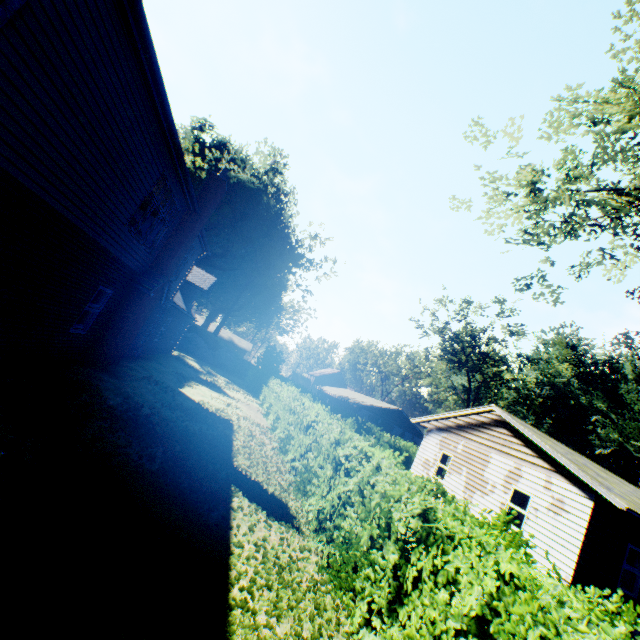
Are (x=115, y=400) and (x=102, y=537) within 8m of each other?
yes

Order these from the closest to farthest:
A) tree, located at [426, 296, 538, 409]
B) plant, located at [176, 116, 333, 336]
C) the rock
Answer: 1. the rock
2. tree, located at [426, 296, 538, 409]
3. plant, located at [176, 116, 333, 336]

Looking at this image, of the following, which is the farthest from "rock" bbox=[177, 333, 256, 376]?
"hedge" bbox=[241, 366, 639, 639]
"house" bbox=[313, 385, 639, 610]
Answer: "house" bbox=[313, 385, 639, 610]

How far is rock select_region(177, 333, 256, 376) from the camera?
36.56m

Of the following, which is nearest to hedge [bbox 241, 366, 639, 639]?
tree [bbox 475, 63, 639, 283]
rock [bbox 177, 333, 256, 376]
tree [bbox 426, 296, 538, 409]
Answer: tree [bbox 475, 63, 639, 283]

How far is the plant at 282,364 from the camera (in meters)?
39.12

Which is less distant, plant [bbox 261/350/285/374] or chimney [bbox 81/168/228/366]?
chimney [bbox 81/168/228/366]

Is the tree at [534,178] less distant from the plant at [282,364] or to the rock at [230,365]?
the plant at [282,364]
